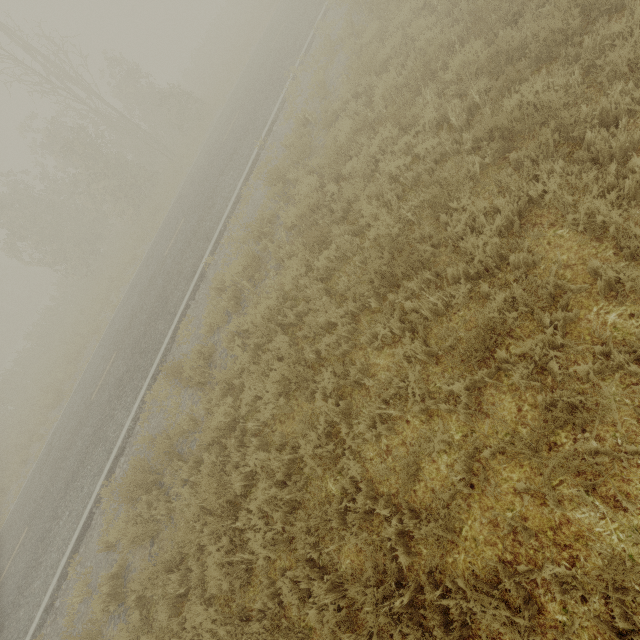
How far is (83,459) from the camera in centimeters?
948cm
